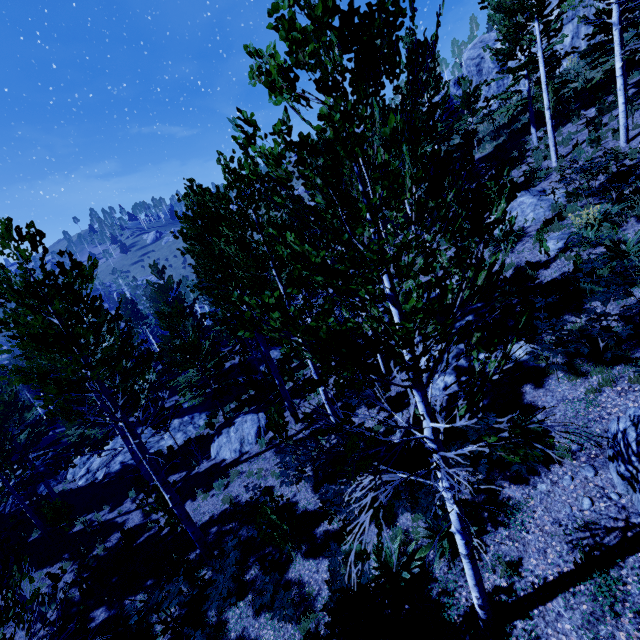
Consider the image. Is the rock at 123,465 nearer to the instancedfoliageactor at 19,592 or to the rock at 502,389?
the instancedfoliageactor at 19,592

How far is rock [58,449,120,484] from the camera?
19.4m

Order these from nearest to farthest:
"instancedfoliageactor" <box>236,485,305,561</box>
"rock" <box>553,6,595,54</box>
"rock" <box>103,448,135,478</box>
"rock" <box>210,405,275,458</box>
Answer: "instancedfoliageactor" <box>236,485,305,561</box>
"rock" <box>210,405,275,458</box>
"rock" <box>103,448,135,478</box>
"rock" <box>553,6,595,54</box>

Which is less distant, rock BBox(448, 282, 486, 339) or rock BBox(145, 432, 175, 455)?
rock BBox(448, 282, 486, 339)

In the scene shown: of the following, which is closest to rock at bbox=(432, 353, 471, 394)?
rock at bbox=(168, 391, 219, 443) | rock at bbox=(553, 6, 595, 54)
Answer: rock at bbox=(168, 391, 219, 443)

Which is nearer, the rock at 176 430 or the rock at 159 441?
the rock at 159 441

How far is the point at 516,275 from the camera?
11.1m

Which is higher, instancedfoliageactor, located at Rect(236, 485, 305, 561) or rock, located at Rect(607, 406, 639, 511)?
rock, located at Rect(607, 406, 639, 511)
